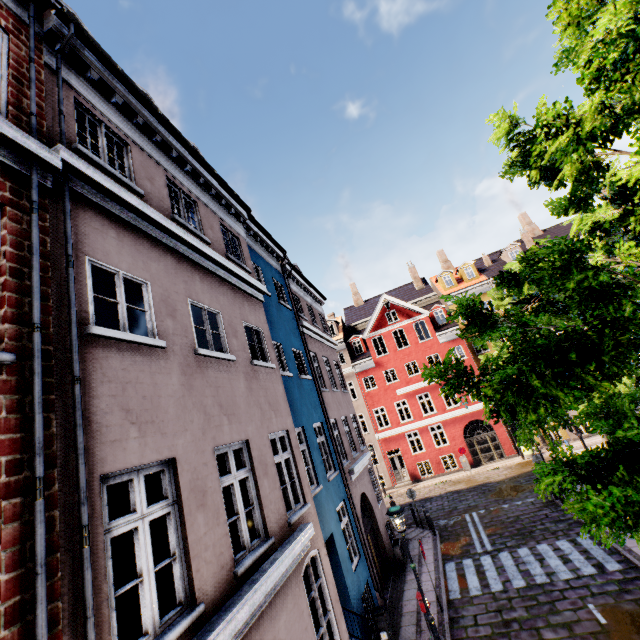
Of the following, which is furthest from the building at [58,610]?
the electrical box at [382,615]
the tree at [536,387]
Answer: the tree at [536,387]

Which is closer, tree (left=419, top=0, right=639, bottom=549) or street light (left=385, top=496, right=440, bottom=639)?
tree (left=419, top=0, right=639, bottom=549)

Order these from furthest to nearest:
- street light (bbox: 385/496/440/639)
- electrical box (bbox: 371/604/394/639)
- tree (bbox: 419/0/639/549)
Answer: electrical box (bbox: 371/604/394/639), street light (bbox: 385/496/440/639), tree (bbox: 419/0/639/549)

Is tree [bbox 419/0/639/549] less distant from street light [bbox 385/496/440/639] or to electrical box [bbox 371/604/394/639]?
street light [bbox 385/496/440/639]

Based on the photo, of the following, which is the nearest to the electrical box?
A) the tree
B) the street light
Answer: the street light

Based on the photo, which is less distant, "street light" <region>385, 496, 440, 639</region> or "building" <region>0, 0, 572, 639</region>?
"building" <region>0, 0, 572, 639</region>

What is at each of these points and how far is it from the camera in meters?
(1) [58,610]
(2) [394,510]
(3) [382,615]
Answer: (1) building, 2.7 m
(2) street light, 8.6 m
(3) electrical box, 8.7 m

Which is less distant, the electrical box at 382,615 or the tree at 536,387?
the tree at 536,387
